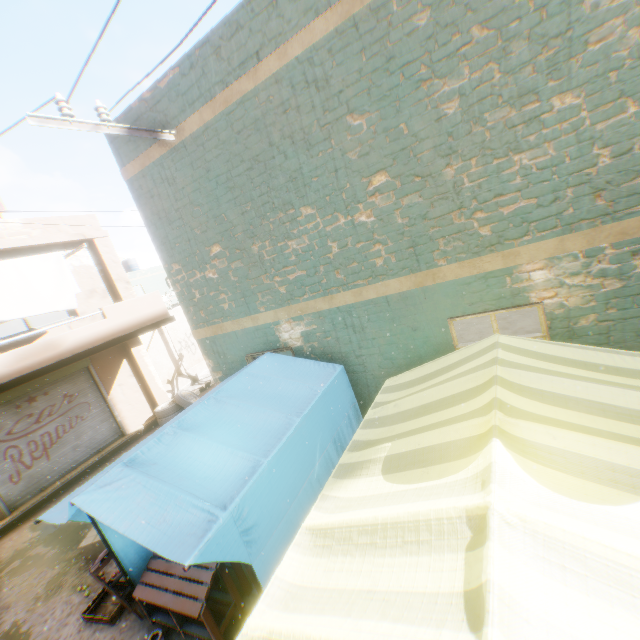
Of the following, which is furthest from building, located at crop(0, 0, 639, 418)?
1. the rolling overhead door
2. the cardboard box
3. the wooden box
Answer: the wooden box

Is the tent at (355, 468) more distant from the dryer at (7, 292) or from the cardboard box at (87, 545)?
the cardboard box at (87, 545)

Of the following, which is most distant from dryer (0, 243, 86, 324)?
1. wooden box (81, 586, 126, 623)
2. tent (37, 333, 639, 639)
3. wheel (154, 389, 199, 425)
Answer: wooden box (81, 586, 126, 623)

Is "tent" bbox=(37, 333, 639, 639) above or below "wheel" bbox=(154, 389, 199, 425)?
above

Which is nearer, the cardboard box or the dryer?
the cardboard box

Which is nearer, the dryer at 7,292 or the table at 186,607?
the table at 186,607

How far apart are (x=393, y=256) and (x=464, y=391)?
2.21m

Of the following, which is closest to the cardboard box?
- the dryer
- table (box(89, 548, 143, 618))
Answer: table (box(89, 548, 143, 618))
